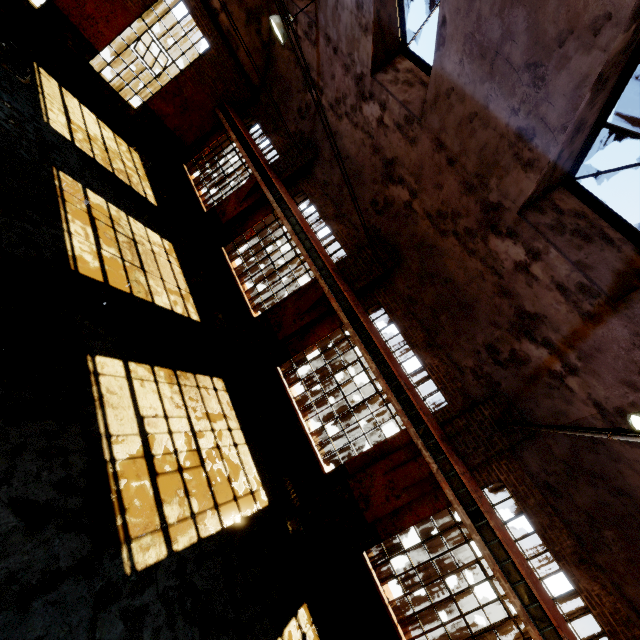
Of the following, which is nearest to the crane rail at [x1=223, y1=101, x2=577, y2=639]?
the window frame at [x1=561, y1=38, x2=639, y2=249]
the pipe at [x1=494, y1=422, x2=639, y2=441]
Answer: the pipe at [x1=494, y1=422, x2=639, y2=441]

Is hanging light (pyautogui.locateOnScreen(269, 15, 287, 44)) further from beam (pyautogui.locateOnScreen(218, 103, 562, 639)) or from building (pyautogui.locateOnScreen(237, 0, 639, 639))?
beam (pyautogui.locateOnScreen(218, 103, 562, 639))

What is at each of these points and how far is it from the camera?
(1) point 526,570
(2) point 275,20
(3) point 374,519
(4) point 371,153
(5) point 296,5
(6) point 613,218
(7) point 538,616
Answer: (1) crane rail, 5.9m
(2) hanging light, 7.2m
(3) building, 7.2m
(4) building, 8.7m
(5) building, 9.4m
(6) window frame, 5.1m
(7) beam, 5.7m

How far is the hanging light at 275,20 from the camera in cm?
721

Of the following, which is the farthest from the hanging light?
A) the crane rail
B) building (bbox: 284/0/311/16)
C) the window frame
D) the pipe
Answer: the pipe

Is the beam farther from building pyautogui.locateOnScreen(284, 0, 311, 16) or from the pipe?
the pipe

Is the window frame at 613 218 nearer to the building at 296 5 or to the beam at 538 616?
the building at 296 5

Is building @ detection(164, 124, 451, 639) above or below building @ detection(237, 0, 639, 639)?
below
